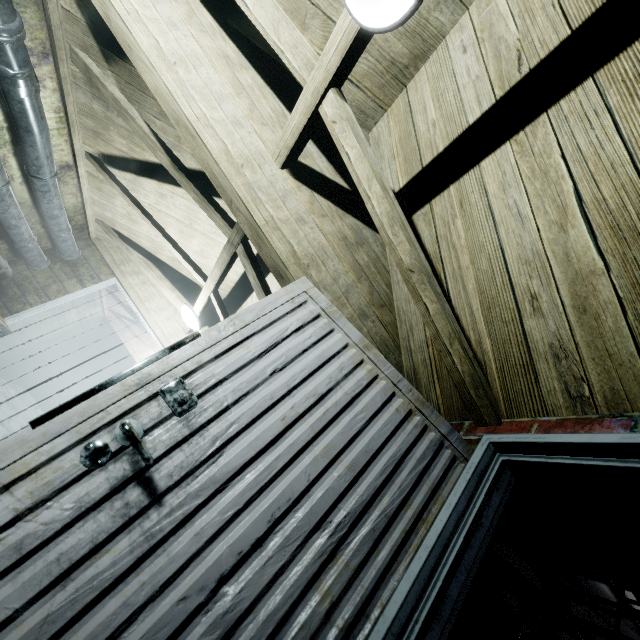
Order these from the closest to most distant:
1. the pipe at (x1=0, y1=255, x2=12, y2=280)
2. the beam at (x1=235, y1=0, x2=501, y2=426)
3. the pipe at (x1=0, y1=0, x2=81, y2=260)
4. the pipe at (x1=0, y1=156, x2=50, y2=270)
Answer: the beam at (x1=235, y1=0, x2=501, y2=426) < the pipe at (x1=0, y1=0, x2=81, y2=260) < the pipe at (x1=0, y1=156, x2=50, y2=270) < the pipe at (x1=0, y1=255, x2=12, y2=280)

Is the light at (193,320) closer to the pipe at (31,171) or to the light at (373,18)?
the pipe at (31,171)

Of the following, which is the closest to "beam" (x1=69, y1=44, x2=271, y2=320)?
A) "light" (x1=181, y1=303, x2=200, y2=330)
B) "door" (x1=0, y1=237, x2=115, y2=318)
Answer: "light" (x1=181, y1=303, x2=200, y2=330)

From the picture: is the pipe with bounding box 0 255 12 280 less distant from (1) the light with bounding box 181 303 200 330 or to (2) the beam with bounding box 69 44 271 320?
(2) the beam with bounding box 69 44 271 320

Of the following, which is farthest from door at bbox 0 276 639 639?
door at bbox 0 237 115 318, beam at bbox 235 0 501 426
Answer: door at bbox 0 237 115 318

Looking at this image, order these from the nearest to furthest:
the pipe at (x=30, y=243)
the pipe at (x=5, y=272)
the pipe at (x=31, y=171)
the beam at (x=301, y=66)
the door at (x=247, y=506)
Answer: the door at (x=247, y=506) < the beam at (x=301, y=66) < the pipe at (x=31, y=171) < the pipe at (x=30, y=243) < the pipe at (x=5, y=272)

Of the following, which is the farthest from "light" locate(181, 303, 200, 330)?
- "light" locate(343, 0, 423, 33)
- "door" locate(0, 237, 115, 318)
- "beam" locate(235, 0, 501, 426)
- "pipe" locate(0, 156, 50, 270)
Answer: "light" locate(343, 0, 423, 33)

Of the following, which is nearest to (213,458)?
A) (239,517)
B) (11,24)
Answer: (239,517)
